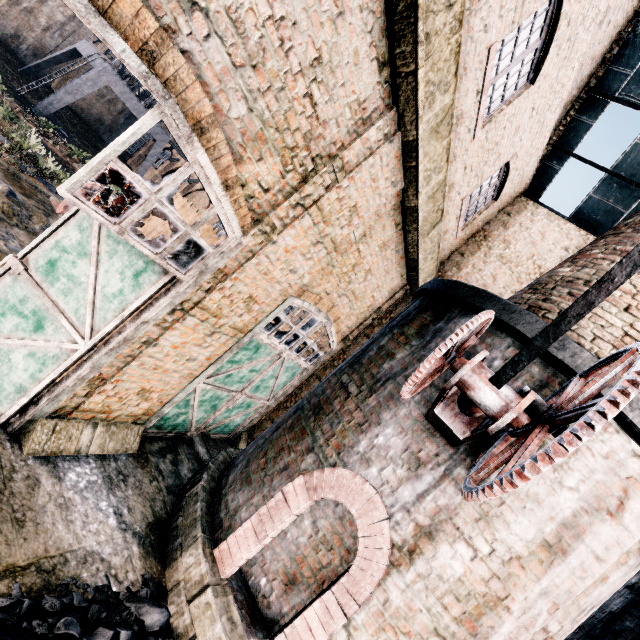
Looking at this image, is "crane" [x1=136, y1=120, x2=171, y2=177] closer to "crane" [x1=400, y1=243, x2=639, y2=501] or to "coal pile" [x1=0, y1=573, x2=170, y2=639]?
"coal pile" [x1=0, y1=573, x2=170, y2=639]

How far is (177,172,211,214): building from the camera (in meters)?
38.41

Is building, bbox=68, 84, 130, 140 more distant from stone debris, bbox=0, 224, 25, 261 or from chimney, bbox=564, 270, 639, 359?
chimney, bbox=564, 270, 639, 359

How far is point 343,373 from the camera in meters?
7.0

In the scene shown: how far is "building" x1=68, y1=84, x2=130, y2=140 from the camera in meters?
38.9

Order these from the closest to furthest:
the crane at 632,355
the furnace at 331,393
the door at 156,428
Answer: the crane at 632,355, the furnace at 331,393, the door at 156,428

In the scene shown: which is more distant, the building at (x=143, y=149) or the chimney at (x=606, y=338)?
the building at (x=143, y=149)

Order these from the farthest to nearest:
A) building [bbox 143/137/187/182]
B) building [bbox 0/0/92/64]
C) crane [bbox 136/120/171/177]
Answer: building [bbox 143/137/187/182], crane [bbox 136/120/171/177], building [bbox 0/0/92/64]
